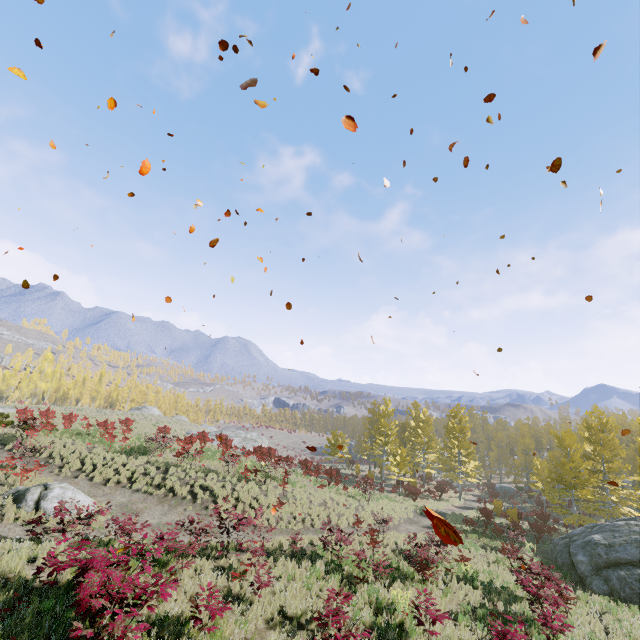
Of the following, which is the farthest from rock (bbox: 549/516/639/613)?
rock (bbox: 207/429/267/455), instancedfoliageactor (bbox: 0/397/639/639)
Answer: rock (bbox: 207/429/267/455)

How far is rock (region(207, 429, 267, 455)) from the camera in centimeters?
4078cm

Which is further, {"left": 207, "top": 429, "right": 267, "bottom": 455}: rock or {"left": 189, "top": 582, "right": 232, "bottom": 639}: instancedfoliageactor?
{"left": 207, "top": 429, "right": 267, "bottom": 455}: rock

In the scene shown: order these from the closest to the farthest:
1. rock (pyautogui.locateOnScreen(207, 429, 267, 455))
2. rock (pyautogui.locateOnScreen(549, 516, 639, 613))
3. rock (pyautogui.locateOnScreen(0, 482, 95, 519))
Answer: rock (pyautogui.locateOnScreen(0, 482, 95, 519)) < rock (pyautogui.locateOnScreen(549, 516, 639, 613)) < rock (pyautogui.locateOnScreen(207, 429, 267, 455))

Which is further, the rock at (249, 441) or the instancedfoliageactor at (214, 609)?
the rock at (249, 441)

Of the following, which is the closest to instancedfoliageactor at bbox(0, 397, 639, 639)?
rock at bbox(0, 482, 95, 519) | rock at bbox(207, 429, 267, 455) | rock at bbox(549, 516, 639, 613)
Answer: rock at bbox(549, 516, 639, 613)

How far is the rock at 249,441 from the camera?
40.8m

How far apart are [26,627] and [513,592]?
17.11m
